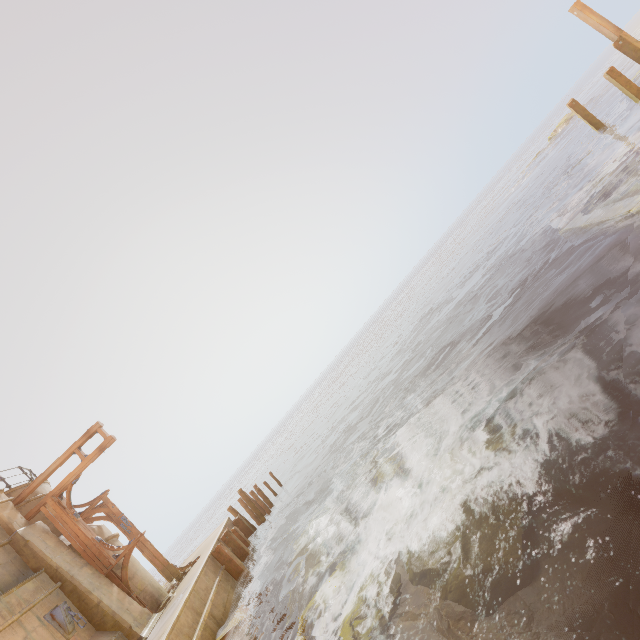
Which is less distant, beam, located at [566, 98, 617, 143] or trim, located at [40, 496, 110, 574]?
trim, located at [40, 496, 110, 574]

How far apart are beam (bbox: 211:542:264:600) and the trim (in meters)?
3.32

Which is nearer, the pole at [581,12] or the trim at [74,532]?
the trim at [74,532]

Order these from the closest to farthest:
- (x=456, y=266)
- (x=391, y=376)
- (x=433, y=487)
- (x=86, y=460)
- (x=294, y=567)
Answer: (x=433, y=487), (x=294, y=567), (x=86, y=460), (x=391, y=376), (x=456, y=266)

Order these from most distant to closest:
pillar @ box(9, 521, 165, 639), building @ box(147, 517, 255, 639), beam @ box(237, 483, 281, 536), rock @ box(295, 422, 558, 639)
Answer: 1. beam @ box(237, 483, 281, 536)
2. pillar @ box(9, 521, 165, 639)
3. building @ box(147, 517, 255, 639)
4. rock @ box(295, 422, 558, 639)

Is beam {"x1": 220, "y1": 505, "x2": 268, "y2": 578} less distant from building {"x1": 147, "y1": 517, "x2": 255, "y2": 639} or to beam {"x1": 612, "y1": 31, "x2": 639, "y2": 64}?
building {"x1": 147, "y1": 517, "x2": 255, "y2": 639}

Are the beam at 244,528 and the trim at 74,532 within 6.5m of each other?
yes

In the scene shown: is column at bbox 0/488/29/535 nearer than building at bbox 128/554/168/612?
Yes
